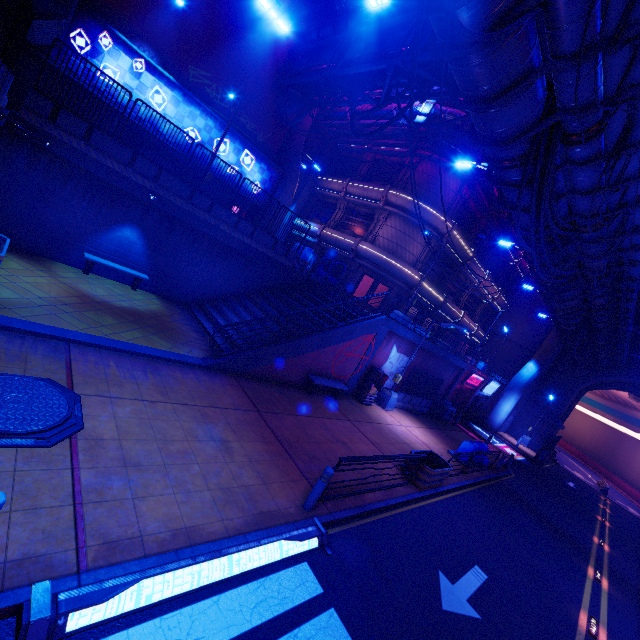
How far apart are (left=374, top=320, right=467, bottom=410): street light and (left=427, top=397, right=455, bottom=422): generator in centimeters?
570cm

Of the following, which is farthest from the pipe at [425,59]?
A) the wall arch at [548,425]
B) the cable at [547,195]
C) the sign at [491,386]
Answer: the sign at [491,386]

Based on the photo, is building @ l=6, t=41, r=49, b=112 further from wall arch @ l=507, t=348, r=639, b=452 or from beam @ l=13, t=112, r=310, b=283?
wall arch @ l=507, t=348, r=639, b=452

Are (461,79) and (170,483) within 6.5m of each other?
no

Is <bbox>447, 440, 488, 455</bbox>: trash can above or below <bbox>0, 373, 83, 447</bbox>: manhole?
above

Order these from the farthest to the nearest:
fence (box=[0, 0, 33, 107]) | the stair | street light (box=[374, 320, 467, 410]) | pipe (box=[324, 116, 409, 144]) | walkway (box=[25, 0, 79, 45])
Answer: pipe (box=[324, 116, 409, 144])
street light (box=[374, 320, 467, 410])
the stair
walkway (box=[25, 0, 79, 45])
fence (box=[0, 0, 33, 107])

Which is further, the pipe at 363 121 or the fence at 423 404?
the pipe at 363 121

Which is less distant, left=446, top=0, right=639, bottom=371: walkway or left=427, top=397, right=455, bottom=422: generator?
left=446, top=0, right=639, bottom=371: walkway
